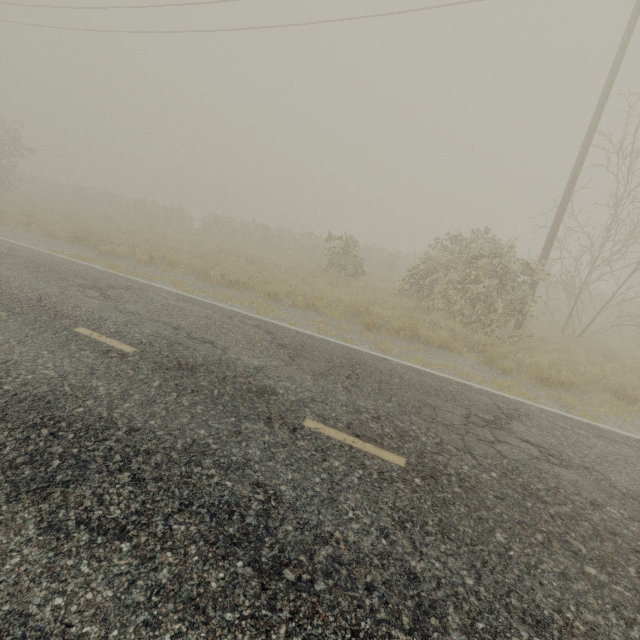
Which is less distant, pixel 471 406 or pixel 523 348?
pixel 471 406
